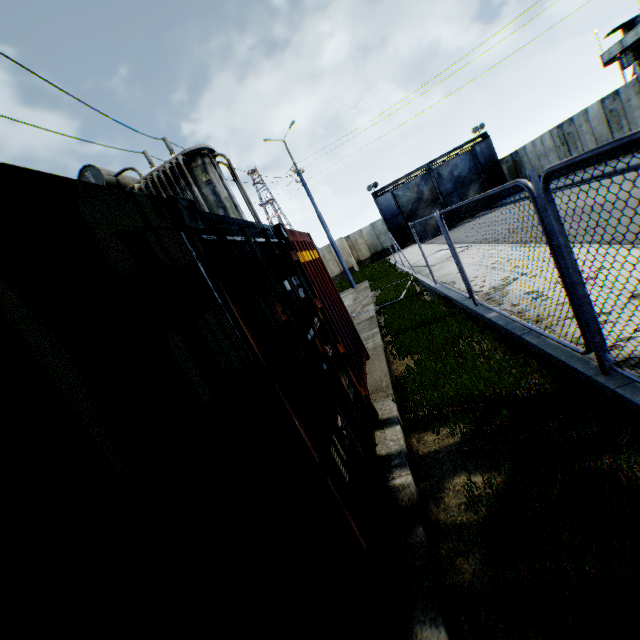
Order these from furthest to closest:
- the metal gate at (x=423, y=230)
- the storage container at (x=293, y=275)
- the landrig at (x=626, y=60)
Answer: the metal gate at (x=423, y=230) < the landrig at (x=626, y=60) < the storage container at (x=293, y=275)

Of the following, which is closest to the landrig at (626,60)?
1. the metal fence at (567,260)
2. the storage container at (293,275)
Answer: the metal fence at (567,260)

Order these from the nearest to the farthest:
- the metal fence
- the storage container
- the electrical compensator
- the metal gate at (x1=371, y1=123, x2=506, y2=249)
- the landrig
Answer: the storage container, the metal fence, the electrical compensator, the landrig, the metal gate at (x1=371, y1=123, x2=506, y2=249)

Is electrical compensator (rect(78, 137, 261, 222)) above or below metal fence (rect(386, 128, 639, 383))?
above

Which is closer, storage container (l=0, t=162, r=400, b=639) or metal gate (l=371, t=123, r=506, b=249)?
storage container (l=0, t=162, r=400, b=639)

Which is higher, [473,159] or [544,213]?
[473,159]

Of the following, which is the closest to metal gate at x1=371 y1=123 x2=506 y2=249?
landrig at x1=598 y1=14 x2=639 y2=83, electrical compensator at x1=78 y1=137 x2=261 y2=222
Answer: landrig at x1=598 y1=14 x2=639 y2=83

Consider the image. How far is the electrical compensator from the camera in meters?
8.1
